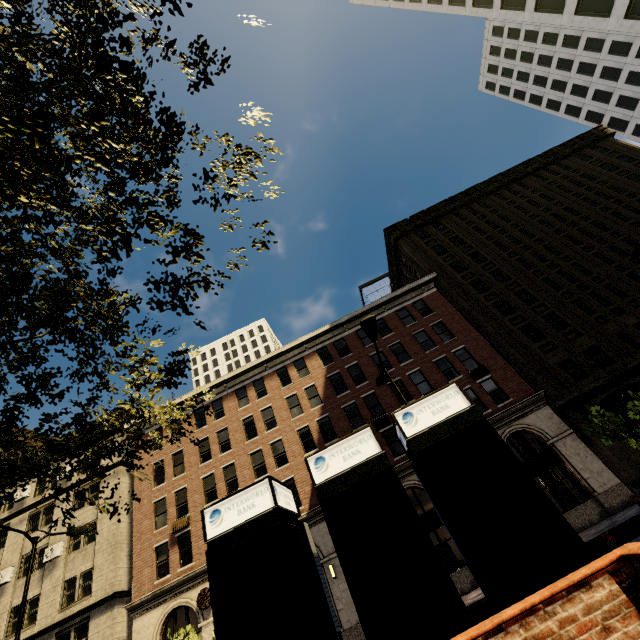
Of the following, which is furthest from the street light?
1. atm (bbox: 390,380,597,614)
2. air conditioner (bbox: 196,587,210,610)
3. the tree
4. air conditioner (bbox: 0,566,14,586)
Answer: air conditioner (bbox: 0,566,14,586)

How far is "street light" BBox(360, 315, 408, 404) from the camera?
10.40m

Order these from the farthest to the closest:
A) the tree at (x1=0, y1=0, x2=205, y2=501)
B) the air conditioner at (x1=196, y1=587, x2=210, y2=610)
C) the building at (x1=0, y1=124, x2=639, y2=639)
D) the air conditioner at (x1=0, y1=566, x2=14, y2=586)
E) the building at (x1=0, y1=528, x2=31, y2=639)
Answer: the air conditioner at (x1=0, y1=566, x2=14, y2=586) < the building at (x1=0, y1=528, x2=31, y2=639) < the building at (x1=0, y1=124, x2=639, y2=639) < the air conditioner at (x1=196, y1=587, x2=210, y2=610) < the tree at (x1=0, y1=0, x2=205, y2=501)

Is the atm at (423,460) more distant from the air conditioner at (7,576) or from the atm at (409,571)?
the air conditioner at (7,576)

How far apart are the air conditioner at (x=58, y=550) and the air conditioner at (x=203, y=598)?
11.9 meters

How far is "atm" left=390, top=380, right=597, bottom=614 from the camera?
3.07m

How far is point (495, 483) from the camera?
3.5 meters

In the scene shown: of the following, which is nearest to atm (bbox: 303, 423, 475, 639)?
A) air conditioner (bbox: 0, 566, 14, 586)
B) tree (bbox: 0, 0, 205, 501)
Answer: tree (bbox: 0, 0, 205, 501)
